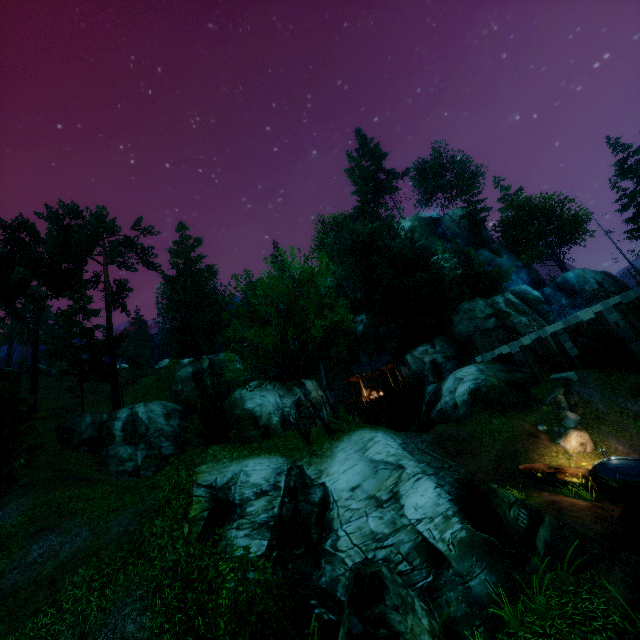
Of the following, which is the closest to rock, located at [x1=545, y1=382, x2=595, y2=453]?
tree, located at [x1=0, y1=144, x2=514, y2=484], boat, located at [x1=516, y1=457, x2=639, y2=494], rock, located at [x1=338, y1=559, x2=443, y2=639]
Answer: boat, located at [x1=516, y1=457, x2=639, y2=494]

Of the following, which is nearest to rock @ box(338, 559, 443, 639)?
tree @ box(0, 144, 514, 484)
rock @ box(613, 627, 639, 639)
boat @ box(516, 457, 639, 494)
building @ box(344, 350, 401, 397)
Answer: rock @ box(613, 627, 639, 639)

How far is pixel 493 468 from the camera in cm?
1739

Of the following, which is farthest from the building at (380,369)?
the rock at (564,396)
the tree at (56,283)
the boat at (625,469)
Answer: the boat at (625,469)

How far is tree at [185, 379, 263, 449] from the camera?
20.6 meters

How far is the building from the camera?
35.0 meters

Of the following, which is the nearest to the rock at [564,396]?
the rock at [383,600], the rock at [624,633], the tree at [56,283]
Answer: the tree at [56,283]
